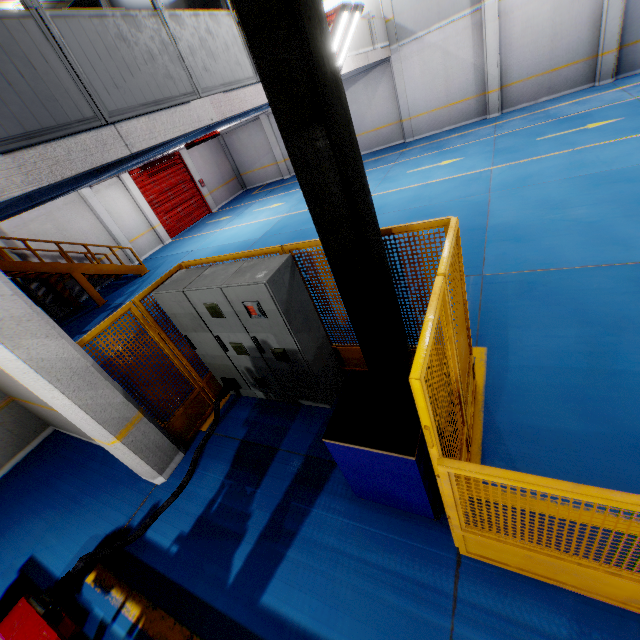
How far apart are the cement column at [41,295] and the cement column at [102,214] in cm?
357

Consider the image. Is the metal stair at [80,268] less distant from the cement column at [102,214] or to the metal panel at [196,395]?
the cement column at [102,214]

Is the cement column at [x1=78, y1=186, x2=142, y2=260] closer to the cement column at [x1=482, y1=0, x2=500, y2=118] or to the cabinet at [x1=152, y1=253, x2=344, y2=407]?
the cabinet at [x1=152, y1=253, x2=344, y2=407]

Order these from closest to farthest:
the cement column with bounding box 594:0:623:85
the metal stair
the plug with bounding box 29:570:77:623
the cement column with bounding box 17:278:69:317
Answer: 1. the plug with bounding box 29:570:77:623
2. the metal stair
3. the cement column with bounding box 594:0:623:85
4. the cement column with bounding box 17:278:69:317

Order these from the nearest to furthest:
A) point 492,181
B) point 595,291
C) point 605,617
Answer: point 605,617 → point 595,291 → point 492,181

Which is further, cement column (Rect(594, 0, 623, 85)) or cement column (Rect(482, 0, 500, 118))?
cement column (Rect(482, 0, 500, 118))

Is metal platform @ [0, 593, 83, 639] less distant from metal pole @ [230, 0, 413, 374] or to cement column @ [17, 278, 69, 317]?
metal pole @ [230, 0, 413, 374]

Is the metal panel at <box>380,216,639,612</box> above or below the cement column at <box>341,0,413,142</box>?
below
